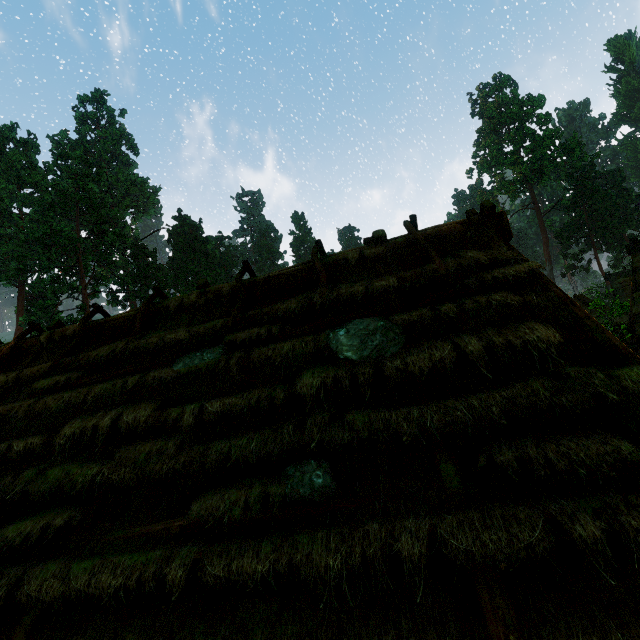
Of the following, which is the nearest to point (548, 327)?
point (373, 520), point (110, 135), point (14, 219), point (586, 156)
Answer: point (373, 520)

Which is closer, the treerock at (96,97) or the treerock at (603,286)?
the treerock at (603,286)

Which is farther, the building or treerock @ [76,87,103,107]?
treerock @ [76,87,103,107]

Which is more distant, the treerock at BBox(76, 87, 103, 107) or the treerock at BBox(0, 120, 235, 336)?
the treerock at BBox(76, 87, 103, 107)

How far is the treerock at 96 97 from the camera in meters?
58.2

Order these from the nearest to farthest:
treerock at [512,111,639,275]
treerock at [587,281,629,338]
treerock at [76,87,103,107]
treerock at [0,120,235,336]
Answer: treerock at [587,281,629,338], treerock at [0,120,235,336], treerock at [512,111,639,275], treerock at [76,87,103,107]

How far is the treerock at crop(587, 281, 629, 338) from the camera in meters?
19.3 m
